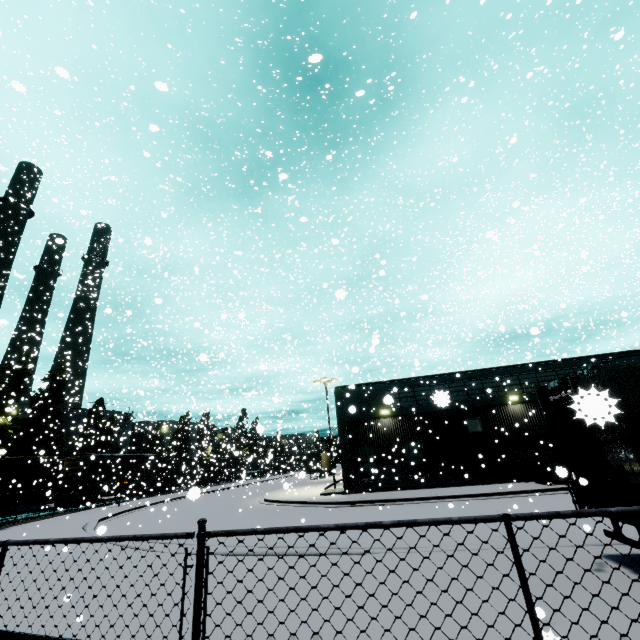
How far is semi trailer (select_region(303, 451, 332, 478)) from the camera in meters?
41.7 m

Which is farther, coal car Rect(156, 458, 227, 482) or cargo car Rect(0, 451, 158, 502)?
coal car Rect(156, 458, 227, 482)

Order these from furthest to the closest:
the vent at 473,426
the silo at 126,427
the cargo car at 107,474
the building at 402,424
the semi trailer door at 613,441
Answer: the silo at 126,427
the cargo car at 107,474
the vent at 473,426
the building at 402,424
the semi trailer door at 613,441

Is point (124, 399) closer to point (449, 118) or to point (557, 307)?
point (449, 118)

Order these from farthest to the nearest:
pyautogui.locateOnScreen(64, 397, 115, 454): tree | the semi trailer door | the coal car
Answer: the coal car
pyautogui.locateOnScreen(64, 397, 115, 454): tree
the semi trailer door

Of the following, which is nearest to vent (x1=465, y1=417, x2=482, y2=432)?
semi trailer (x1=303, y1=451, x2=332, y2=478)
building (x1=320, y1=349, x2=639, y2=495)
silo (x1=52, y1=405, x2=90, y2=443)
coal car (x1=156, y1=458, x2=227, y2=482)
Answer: building (x1=320, y1=349, x2=639, y2=495)

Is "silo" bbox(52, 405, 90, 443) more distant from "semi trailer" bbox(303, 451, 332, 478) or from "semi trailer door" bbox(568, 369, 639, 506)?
"semi trailer door" bbox(568, 369, 639, 506)

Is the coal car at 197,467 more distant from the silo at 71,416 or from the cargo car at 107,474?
the silo at 71,416
